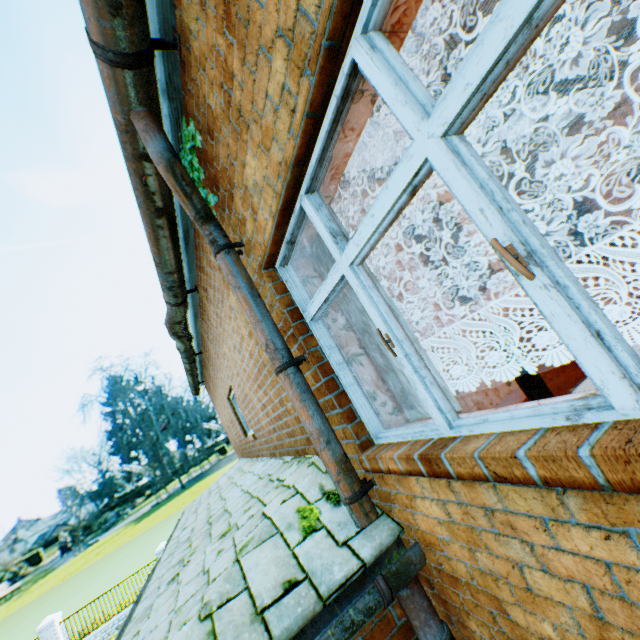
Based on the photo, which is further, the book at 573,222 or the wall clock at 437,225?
the book at 573,222

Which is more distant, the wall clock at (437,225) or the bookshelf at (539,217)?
the bookshelf at (539,217)

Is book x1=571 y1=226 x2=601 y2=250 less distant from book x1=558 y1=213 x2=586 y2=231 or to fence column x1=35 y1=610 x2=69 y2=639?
book x1=558 y1=213 x2=586 y2=231

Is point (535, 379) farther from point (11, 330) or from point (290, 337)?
point (11, 330)

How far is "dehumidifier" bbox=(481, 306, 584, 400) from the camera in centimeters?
271cm

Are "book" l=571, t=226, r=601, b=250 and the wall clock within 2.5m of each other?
no

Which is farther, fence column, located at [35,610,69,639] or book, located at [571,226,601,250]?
fence column, located at [35,610,69,639]

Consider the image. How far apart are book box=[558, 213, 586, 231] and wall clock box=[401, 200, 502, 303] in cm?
331
